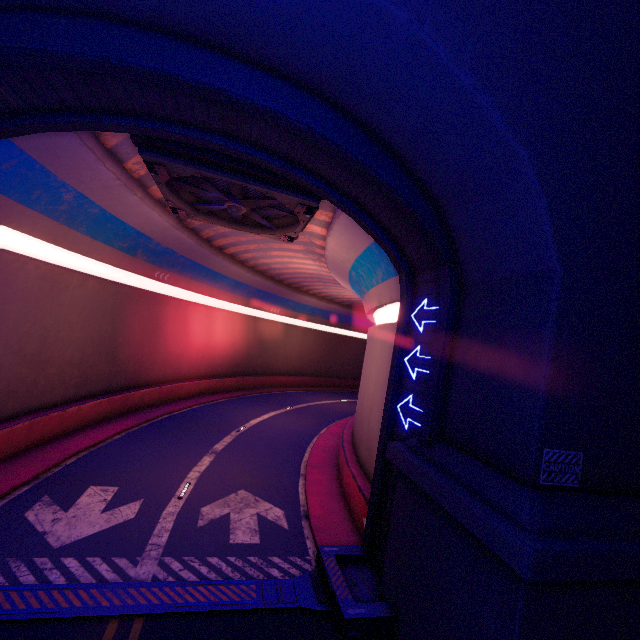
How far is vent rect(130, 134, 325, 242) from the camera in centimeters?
934cm

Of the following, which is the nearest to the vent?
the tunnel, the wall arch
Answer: the tunnel

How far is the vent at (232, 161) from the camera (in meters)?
9.34

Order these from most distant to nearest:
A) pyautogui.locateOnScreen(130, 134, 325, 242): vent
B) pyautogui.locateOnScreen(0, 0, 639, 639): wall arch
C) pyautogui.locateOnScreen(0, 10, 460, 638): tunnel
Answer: pyautogui.locateOnScreen(130, 134, 325, 242): vent
pyautogui.locateOnScreen(0, 10, 460, 638): tunnel
pyautogui.locateOnScreen(0, 0, 639, 639): wall arch

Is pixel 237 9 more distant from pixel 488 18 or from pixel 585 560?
pixel 585 560

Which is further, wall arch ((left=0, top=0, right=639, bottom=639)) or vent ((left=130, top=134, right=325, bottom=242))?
vent ((left=130, top=134, right=325, bottom=242))

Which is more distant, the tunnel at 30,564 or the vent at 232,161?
the vent at 232,161
